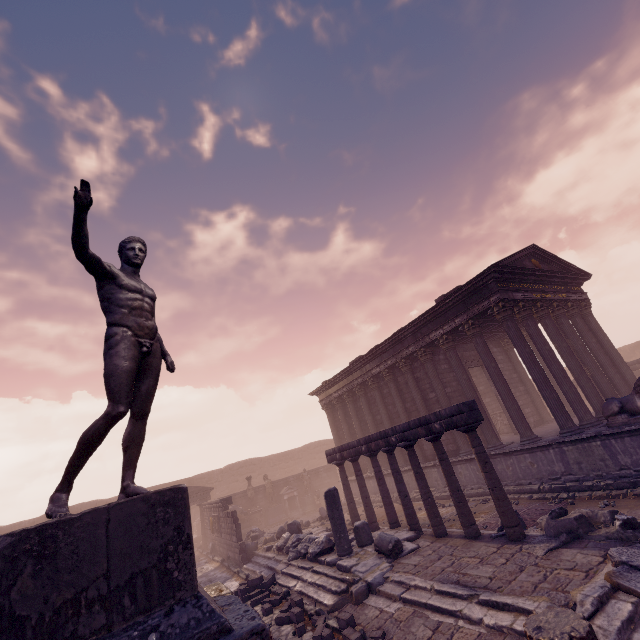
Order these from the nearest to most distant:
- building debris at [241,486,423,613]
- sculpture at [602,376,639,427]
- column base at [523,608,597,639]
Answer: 1. column base at [523,608,597,639]
2. building debris at [241,486,423,613]
3. sculpture at [602,376,639,427]

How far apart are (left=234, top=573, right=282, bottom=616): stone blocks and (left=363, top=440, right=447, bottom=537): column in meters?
4.5

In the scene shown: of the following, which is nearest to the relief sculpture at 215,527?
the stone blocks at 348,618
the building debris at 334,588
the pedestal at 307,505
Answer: the building debris at 334,588

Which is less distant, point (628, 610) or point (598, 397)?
point (628, 610)

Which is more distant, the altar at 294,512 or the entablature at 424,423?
the altar at 294,512

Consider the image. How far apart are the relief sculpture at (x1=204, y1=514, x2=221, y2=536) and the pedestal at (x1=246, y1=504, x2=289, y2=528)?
4.7m

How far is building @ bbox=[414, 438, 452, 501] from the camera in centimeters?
1427cm

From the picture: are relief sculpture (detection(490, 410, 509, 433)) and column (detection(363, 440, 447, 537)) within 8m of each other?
no
